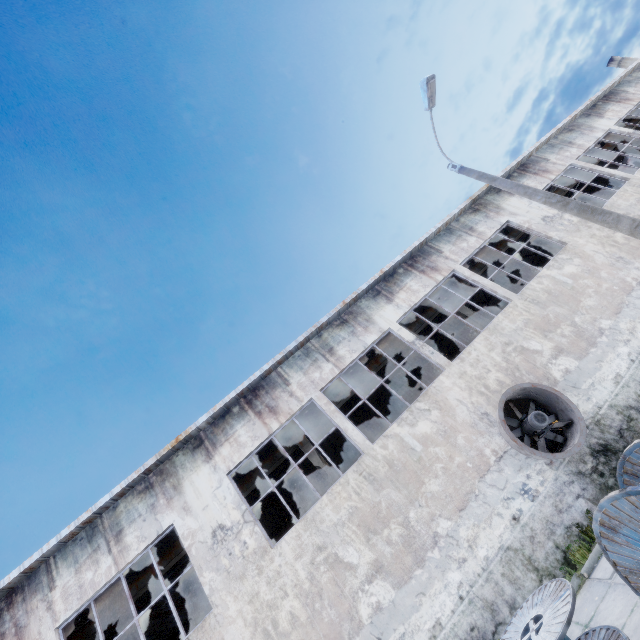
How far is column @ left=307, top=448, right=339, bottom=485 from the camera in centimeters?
1249cm

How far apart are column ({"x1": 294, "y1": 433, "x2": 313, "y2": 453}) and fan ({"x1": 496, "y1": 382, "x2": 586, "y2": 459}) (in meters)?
4.87

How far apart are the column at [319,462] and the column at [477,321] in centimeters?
946cm

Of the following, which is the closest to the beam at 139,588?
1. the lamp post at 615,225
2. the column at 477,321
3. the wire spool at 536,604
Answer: the column at 477,321

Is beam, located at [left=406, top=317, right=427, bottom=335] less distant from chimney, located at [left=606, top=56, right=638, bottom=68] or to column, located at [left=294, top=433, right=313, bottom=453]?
column, located at [left=294, top=433, right=313, bottom=453]

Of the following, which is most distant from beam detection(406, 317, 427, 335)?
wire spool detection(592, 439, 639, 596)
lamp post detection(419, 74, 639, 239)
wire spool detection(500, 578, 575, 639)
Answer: wire spool detection(592, 439, 639, 596)

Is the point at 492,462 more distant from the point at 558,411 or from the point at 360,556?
the point at 360,556
